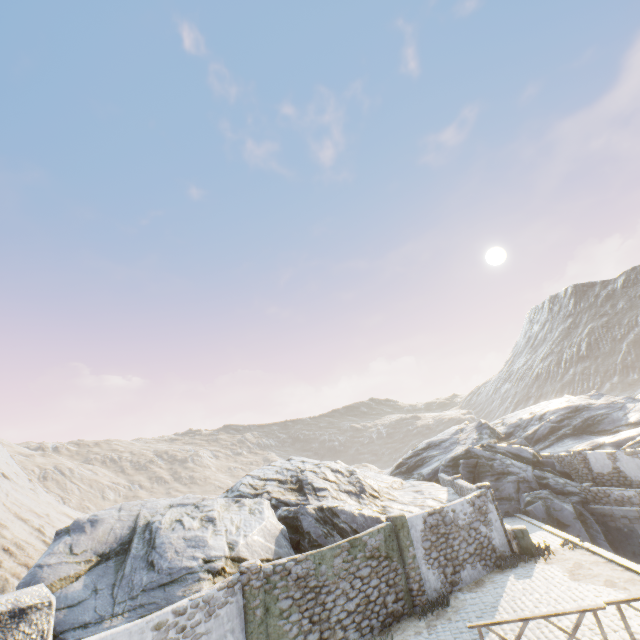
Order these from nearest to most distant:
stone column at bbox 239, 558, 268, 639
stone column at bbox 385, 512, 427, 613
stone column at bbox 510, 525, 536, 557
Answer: stone column at bbox 239, 558, 268, 639
stone column at bbox 385, 512, 427, 613
stone column at bbox 510, 525, 536, 557

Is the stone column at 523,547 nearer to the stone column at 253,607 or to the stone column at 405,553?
the stone column at 405,553

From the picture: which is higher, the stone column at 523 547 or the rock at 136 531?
the rock at 136 531

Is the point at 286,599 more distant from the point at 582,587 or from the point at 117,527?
the point at 582,587

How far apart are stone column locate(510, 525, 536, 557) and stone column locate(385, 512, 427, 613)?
5.1 meters

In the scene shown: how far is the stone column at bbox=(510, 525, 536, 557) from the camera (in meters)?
14.93

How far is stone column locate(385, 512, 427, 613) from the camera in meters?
12.4 m

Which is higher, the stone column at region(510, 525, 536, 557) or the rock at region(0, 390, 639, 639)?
the rock at region(0, 390, 639, 639)
